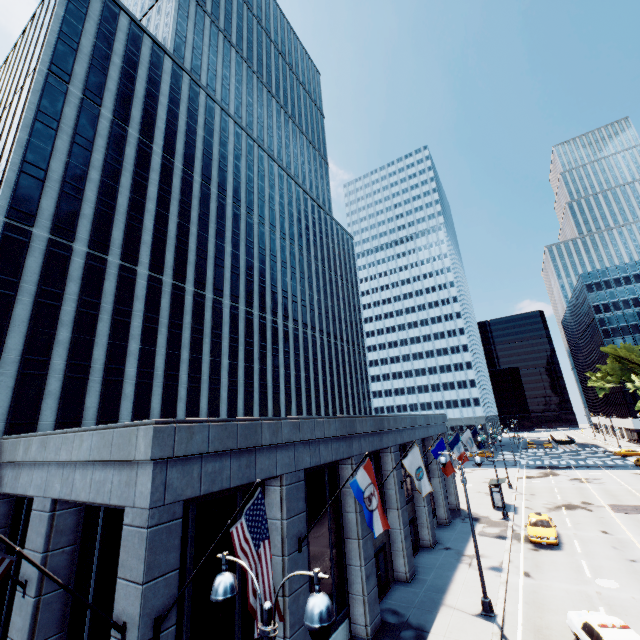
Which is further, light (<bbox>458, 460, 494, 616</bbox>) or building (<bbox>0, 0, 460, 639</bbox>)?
light (<bbox>458, 460, 494, 616</bbox>)

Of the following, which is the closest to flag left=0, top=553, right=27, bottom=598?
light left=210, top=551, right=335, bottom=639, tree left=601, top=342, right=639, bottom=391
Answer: light left=210, top=551, right=335, bottom=639

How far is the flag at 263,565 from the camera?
6.17m

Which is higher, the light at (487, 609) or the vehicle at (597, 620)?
the vehicle at (597, 620)

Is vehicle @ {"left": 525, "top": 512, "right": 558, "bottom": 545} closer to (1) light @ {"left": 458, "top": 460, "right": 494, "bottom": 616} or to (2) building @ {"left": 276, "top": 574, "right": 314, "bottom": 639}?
(1) light @ {"left": 458, "top": 460, "right": 494, "bottom": 616}

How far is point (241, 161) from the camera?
55.4 meters

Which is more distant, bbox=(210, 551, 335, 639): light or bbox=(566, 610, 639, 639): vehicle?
bbox=(566, 610, 639, 639): vehicle

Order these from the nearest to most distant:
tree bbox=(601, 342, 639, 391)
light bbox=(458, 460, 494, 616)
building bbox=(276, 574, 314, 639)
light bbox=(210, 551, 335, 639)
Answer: light bbox=(210, 551, 335, 639) → building bbox=(276, 574, 314, 639) → light bbox=(458, 460, 494, 616) → tree bbox=(601, 342, 639, 391)
